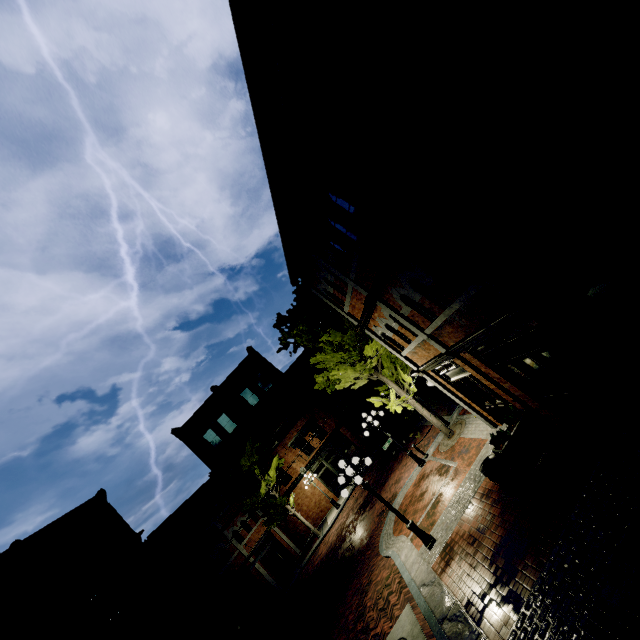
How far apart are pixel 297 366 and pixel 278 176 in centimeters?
2517cm

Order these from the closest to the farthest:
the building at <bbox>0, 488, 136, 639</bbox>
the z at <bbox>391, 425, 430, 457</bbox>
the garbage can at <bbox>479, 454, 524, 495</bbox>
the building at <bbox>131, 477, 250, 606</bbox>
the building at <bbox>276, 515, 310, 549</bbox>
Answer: the garbage can at <bbox>479, 454, 524, 495</bbox> < the building at <bbox>0, 488, 136, 639</bbox> < the z at <bbox>391, 425, 430, 457</bbox> < the building at <bbox>131, 477, 250, 606</bbox> < the building at <bbox>276, 515, 310, 549</bbox>

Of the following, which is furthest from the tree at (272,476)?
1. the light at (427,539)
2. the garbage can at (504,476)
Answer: the garbage can at (504,476)

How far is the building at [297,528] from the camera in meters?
27.2 m

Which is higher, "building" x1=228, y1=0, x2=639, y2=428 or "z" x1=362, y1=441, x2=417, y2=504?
"building" x1=228, y1=0, x2=639, y2=428

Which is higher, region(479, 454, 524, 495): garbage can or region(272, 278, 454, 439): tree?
region(272, 278, 454, 439): tree

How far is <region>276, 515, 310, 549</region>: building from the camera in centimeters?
2719cm

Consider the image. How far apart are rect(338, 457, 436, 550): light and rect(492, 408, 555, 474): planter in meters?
3.5 m
